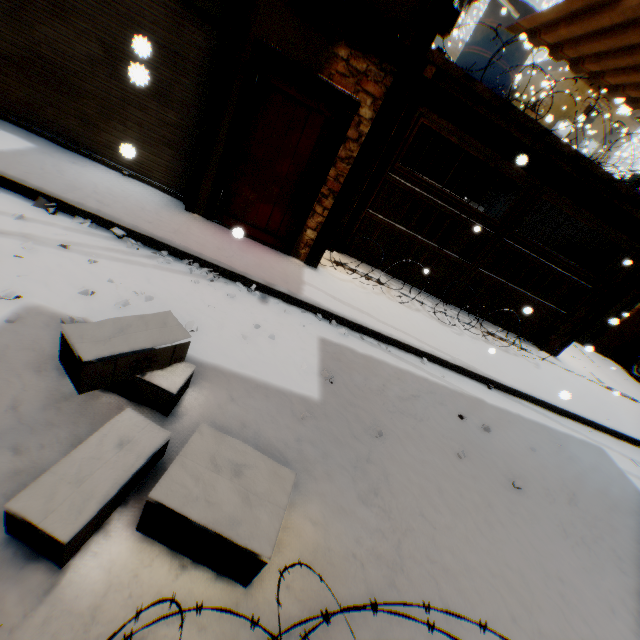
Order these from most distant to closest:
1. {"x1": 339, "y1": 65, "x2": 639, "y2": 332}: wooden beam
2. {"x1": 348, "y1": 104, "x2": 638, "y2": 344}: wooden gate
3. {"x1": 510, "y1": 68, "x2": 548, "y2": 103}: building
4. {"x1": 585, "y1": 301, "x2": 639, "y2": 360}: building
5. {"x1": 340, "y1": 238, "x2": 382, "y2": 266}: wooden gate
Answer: {"x1": 510, "y1": 68, "x2": 548, "y2": 103}: building → {"x1": 585, "y1": 301, "x2": 639, "y2": 360}: building → {"x1": 340, "y1": 238, "x2": 382, "y2": 266}: wooden gate → {"x1": 348, "y1": 104, "x2": 638, "y2": 344}: wooden gate → {"x1": 339, "y1": 65, "x2": 639, "y2": 332}: wooden beam

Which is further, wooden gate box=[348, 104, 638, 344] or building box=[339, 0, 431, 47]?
wooden gate box=[348, 104, 638, 344]

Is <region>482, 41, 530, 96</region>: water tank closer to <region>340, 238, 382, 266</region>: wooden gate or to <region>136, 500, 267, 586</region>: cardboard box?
<region>340, 238, 382, 266</region>: wooden gate

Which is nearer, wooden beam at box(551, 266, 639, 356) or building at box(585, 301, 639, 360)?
wooden beam at box(551, 266, 639, 356)

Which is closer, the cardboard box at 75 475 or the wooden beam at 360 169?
the cardboard box at 75 475

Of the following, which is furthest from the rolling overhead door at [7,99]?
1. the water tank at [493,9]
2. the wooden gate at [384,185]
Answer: the water tank at [493,9]

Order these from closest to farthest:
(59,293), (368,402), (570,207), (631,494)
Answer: (59,293) < (368,402) < (631,494) < (570,207)

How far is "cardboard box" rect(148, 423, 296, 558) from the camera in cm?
171
